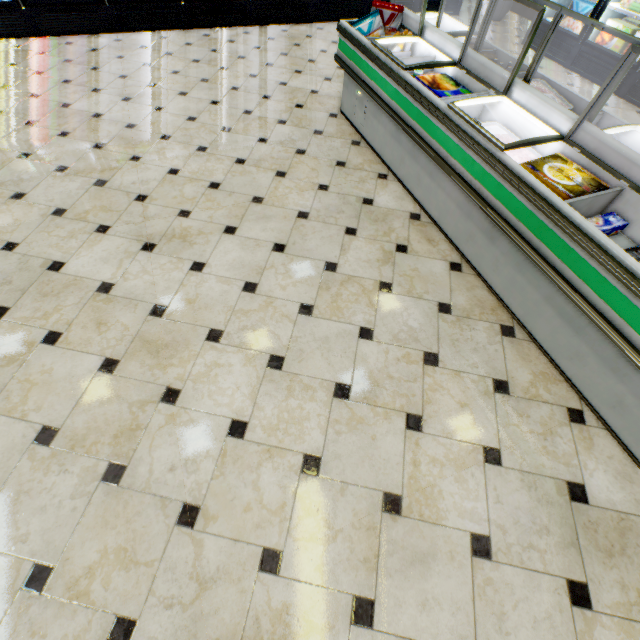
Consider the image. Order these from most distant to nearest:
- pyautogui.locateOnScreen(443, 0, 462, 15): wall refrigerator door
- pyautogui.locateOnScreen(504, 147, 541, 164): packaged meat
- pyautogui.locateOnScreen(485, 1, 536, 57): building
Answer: pyautogui.locateOnScreen(443, 0, 462, 15): wall refrigerator door → pyautogui.locateOnScreen(485, 1, 536, 57): building → pyautogui.locateOnScreen(504, 147, 541, 164): packaged meat

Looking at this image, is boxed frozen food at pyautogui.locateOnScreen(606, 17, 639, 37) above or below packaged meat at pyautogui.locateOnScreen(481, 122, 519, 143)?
below

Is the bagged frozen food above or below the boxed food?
above

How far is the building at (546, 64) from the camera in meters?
4.6 m

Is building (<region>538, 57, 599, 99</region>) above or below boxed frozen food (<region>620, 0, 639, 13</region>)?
below

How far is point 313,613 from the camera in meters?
1.4 m

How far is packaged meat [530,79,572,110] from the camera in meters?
2.5

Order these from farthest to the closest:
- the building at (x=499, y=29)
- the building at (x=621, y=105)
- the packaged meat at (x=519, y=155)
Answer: the building at (x=499, y=29)
the building at (x=621, y=105)
the packaged meat at (x=519, y=155)
